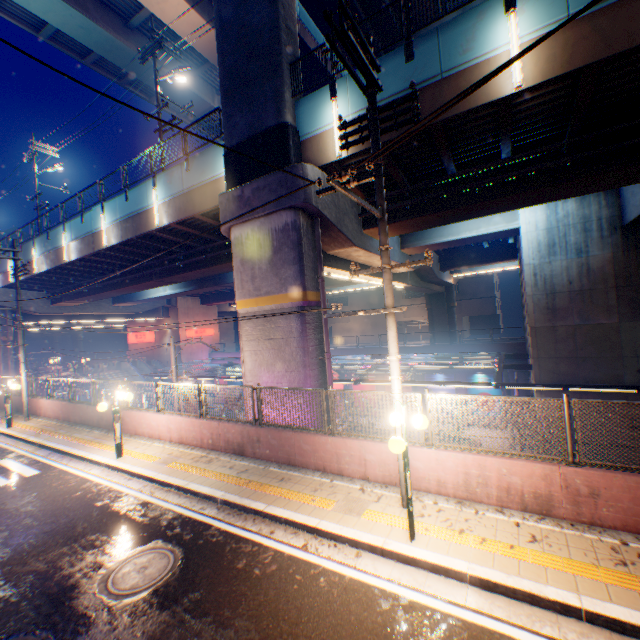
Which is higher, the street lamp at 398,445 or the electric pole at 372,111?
the electric pole at 372,111

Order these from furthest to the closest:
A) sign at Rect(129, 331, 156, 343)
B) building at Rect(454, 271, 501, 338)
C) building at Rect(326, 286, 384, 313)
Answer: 1. building at Rect(326, 286, 384, 313)
2. building at Rect(454, 271, 501, 338)
3. sign at Rect(129, 331, 156, 343)

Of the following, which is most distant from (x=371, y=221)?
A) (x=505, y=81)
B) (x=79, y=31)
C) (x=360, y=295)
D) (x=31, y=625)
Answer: (x=360, y=295)

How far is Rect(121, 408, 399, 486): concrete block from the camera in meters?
7.7 m

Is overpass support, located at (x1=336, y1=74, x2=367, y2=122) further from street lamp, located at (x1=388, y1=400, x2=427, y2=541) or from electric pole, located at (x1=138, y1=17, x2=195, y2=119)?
street lamp, located at (x1=388, y1=400, x2=427, y2=541)

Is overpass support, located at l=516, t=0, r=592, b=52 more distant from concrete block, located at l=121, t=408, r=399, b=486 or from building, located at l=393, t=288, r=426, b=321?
building, located at l=393, t=288, r=426, b=321

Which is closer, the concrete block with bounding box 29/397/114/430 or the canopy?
the canopy

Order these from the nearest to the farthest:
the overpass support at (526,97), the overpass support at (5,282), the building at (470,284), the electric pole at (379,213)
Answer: the electric pole at (379,213)
the overpass support at (526,97)
the overpass support at (5,282)
the building at (470,284)
